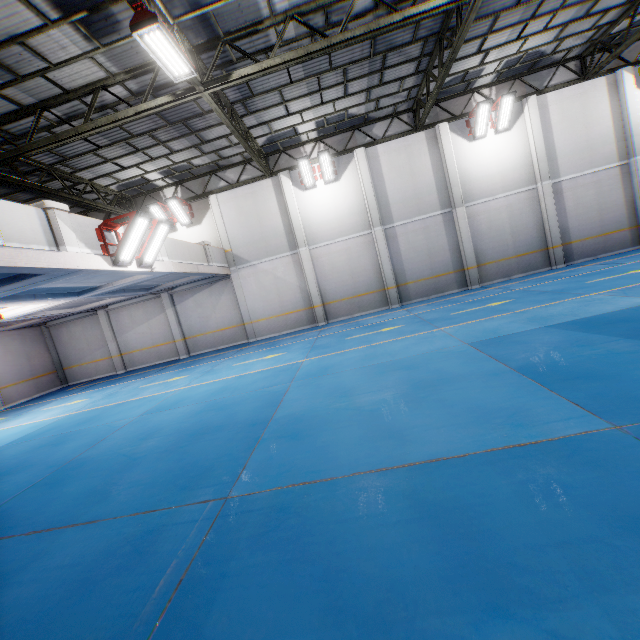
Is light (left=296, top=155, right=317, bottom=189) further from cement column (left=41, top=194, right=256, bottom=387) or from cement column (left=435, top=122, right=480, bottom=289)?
cement column (left=435, top=122, right=480, bottom=289)

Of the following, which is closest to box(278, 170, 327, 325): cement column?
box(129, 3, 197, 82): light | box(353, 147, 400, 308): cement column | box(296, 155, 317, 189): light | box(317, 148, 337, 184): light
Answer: box(296, 155, 317, 189): light

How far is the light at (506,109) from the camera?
14.0 meters

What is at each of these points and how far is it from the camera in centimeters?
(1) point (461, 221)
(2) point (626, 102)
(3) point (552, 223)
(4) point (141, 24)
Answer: (1) cement column, 1557cm
(2) cement column, 1430cm
(3) cement column, 1521cm
(4) light, 619cm

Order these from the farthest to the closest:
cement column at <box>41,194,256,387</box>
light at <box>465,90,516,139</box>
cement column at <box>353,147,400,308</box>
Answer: cement column at <box>41,194,256,387</box> → cement column at <box>353,147,400,308</box> → light at <box>465,90,516,139</box>

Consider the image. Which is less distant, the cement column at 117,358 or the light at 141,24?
the light at 141,24

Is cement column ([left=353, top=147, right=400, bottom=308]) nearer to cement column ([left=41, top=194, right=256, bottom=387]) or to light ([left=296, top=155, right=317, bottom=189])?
light ([left=296, top=155, right=317, bottom=189])

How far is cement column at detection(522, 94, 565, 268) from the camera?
14.7m
